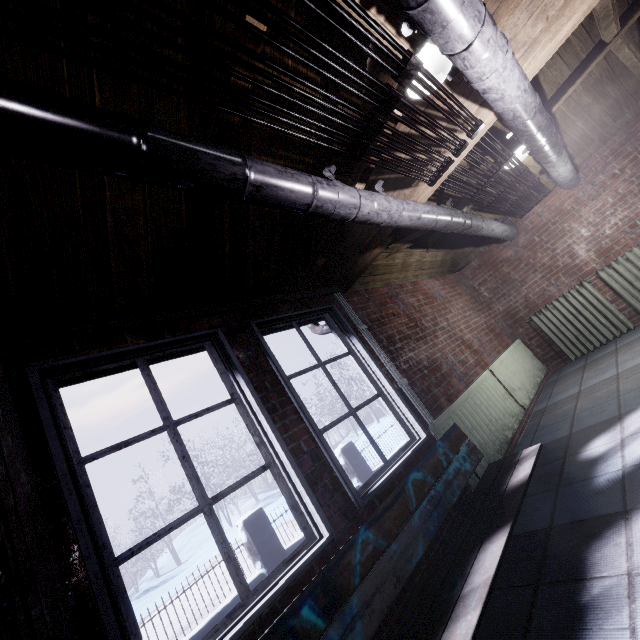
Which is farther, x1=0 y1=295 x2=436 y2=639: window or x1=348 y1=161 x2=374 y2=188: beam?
x1=348 y1=161 x2=374 y2=188: beam

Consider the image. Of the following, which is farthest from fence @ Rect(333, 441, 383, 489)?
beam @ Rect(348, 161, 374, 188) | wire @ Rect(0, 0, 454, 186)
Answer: wire @ Rect(0, 0, 454, 186)

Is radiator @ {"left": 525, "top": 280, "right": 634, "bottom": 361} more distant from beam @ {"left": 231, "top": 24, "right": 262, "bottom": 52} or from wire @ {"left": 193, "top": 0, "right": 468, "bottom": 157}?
beam @ {"left": 231, "top": 24, "right": 262, "bottom": 52}

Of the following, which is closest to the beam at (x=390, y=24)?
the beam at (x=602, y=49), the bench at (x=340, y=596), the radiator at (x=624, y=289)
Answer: the beam at (x=602, y=49)

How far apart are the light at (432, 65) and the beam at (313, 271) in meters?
0.1

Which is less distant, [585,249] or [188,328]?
[188,328]

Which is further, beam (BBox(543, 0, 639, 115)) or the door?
beam (BBox(543, 0, 639, 115))

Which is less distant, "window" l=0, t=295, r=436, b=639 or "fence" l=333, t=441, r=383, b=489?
"window" l=0, t=295, r=436, b=639
